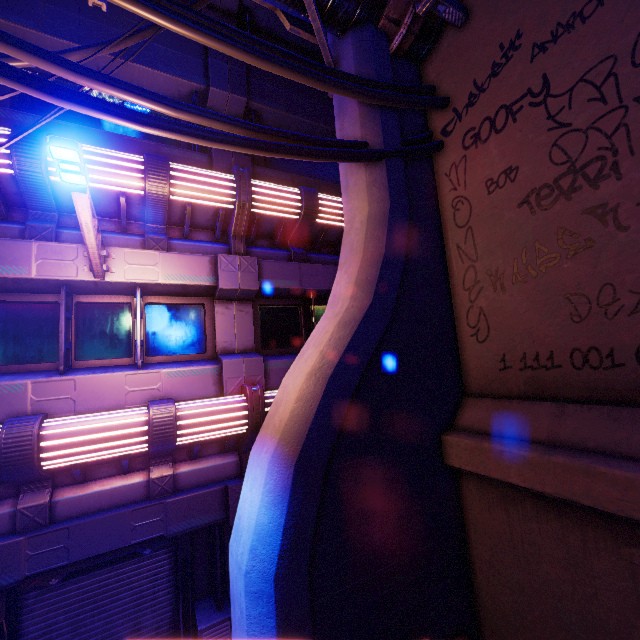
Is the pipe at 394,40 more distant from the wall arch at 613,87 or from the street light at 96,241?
the street light at 96,241

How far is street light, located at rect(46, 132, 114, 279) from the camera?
3.15m

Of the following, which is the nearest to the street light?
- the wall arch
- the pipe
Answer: the pipe

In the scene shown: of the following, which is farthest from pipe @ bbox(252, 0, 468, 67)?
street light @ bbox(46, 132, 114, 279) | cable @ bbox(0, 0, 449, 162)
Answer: street light @ bbox(46, 132, 114, 279)

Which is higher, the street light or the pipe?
the pipe

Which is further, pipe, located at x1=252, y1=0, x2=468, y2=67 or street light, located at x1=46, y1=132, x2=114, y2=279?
pipe, located at x1=252, y1=0, x2=468, y2=67

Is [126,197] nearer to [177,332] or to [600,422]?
[177,332]

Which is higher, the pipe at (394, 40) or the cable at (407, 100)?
the pipe at (394, 40)
